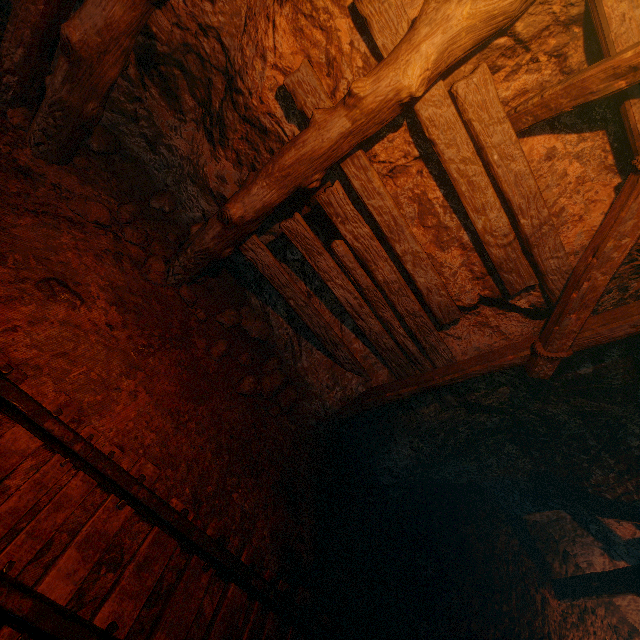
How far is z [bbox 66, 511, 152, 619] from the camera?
2.0 meters

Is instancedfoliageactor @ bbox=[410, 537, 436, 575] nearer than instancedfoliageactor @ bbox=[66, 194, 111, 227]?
No

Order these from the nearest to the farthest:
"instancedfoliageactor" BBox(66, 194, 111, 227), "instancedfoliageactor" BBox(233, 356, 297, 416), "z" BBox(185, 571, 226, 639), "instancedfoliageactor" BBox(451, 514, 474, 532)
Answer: "z" BBox(185, 571, 226, 639)
"instancedfoliageactor" BBox(66, 194, 111, 227)
"instancedfoliageactor" BBox(233, 356, 297, 416)
"instancedfoliageactor" BBox(451, 514, 474, 532)

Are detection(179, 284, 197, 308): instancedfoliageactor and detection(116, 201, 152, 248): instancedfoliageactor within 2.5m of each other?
yes

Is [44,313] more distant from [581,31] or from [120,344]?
[581,31]

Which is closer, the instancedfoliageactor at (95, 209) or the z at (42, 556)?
the z at (42, 556)

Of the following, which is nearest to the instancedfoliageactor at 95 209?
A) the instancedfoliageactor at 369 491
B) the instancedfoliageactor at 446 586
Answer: the instancedfoliageactor at 369 491

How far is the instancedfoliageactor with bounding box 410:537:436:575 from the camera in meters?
4.3 m
